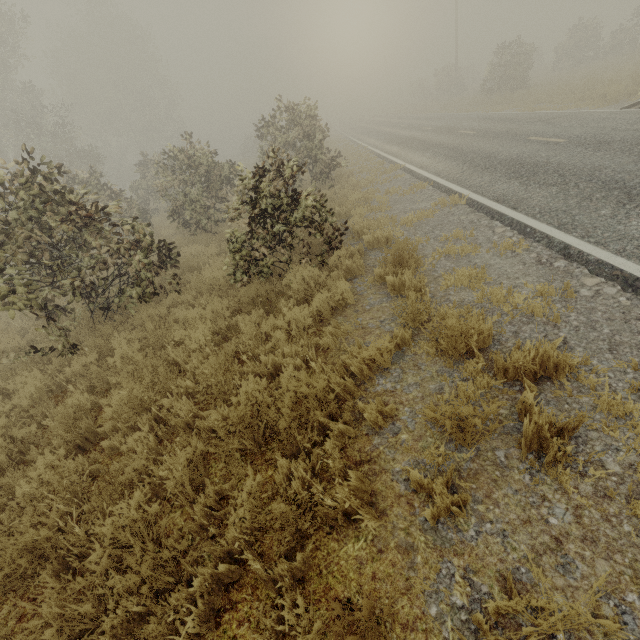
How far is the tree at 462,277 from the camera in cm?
411

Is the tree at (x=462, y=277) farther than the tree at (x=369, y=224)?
No

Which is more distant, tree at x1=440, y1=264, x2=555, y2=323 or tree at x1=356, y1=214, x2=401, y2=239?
tree at x1=356, y1=214, x2=401, y2=239

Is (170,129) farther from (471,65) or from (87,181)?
(471,65)

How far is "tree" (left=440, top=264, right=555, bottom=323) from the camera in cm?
411

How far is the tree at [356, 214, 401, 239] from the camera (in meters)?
7.14
